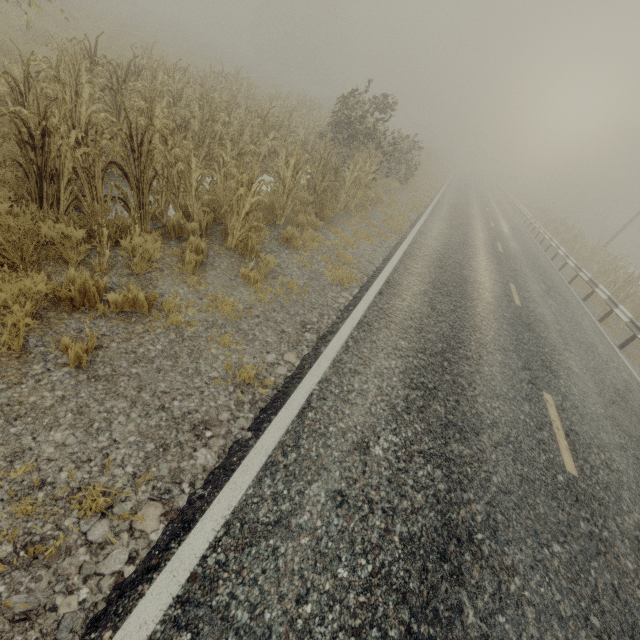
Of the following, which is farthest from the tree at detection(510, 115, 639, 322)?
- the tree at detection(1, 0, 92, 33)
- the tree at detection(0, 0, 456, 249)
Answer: the tree at detection(1, 0, 92, 33)

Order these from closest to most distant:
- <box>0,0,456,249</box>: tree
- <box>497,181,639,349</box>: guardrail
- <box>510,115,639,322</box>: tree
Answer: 1. <box>0,0,456,249</box>: tree
2. <box>497,181,639,349</box>: guardrail
3. <box>510,115,639,322</box>: tree

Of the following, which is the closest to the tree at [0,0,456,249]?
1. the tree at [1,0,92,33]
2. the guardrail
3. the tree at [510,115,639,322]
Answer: the tree at [510,115,639,322]

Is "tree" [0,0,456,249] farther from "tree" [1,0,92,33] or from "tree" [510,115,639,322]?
"tree" [1,0,92,33]

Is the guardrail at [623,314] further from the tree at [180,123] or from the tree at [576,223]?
the tree at [180,123]

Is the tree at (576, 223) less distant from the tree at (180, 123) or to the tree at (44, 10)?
the tree at (180, 123)

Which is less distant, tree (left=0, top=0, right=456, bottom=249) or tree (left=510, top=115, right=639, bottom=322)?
tree (left=0, top=0, right=456, bottom=249)

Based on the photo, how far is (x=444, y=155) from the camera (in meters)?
41.84
